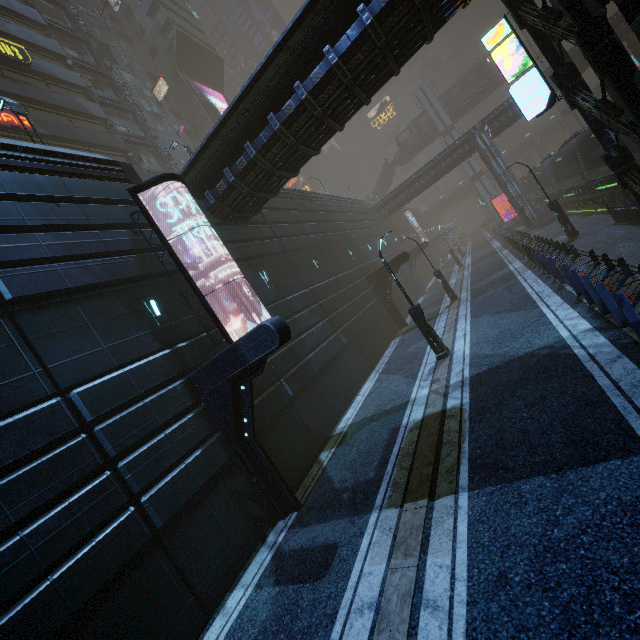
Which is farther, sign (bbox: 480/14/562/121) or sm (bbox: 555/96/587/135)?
sm (bbox: 555/96/587/135)

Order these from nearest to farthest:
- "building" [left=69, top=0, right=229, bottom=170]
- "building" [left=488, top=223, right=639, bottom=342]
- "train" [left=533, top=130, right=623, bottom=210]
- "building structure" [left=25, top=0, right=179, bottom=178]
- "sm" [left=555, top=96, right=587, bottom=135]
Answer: "building" [left=488, top=223, right=639, bottom=342], "train" [left=533, top=130, right=623, bottom=210], "building structure" [left=25, top=0, right=179, bottom=178], "building" [left=69, top=0, right=229, bottom=170], "sm" [left=555, top=96, right=587, bottom=135]

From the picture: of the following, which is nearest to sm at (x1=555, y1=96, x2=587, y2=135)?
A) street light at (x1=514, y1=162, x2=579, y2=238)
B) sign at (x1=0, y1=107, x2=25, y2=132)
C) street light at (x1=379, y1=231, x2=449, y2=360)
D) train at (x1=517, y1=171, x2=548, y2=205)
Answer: train at (x1=517, y1=171, x2=548, y2=205)

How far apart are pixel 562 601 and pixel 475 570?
1.1 meters

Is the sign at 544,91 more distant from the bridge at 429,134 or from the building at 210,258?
the bridge at 429,134

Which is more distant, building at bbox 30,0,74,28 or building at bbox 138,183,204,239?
building at bbox 30,0,74,28

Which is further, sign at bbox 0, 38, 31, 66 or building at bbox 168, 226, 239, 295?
sign at bbox 0, 38, 31, 66

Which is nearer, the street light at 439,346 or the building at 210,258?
the building at 210,258
